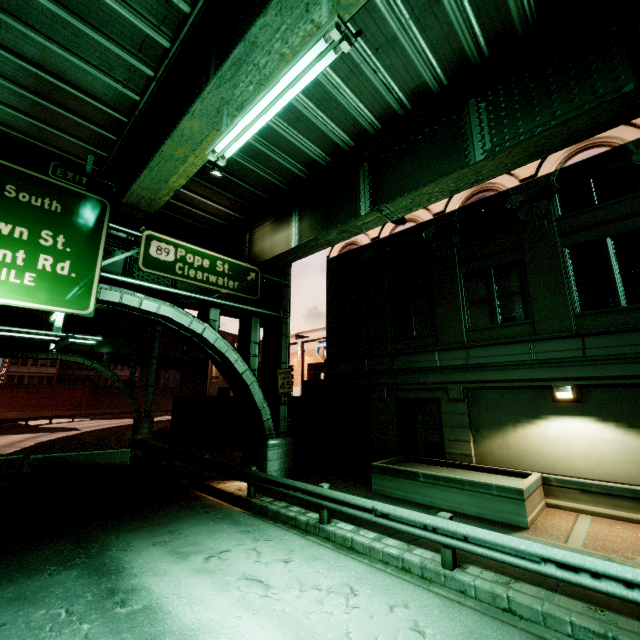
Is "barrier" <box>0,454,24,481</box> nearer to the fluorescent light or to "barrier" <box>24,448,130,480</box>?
"barrier" <box>24,448,130,480</box>

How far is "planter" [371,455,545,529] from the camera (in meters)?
8.93

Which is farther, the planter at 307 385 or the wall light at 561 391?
the planter at 307 385

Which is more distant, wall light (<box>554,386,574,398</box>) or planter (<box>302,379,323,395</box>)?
planter (<box>302,379,323,395</box>)

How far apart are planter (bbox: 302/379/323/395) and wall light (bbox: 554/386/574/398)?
11.13m

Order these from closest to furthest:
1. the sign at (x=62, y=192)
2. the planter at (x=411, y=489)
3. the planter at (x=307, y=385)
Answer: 1. the sign at (x=62, y=192)
2. the planter at (x=411, y=489)
3. the planter at (x=307, y=385)

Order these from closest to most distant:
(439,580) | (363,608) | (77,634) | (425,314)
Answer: (77,634), (363,608), (439,580), (425,314)

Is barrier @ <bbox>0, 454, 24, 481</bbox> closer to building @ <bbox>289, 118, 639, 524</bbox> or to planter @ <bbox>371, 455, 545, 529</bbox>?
building @ <bbox>289, 118, 639, 524</bbox>
